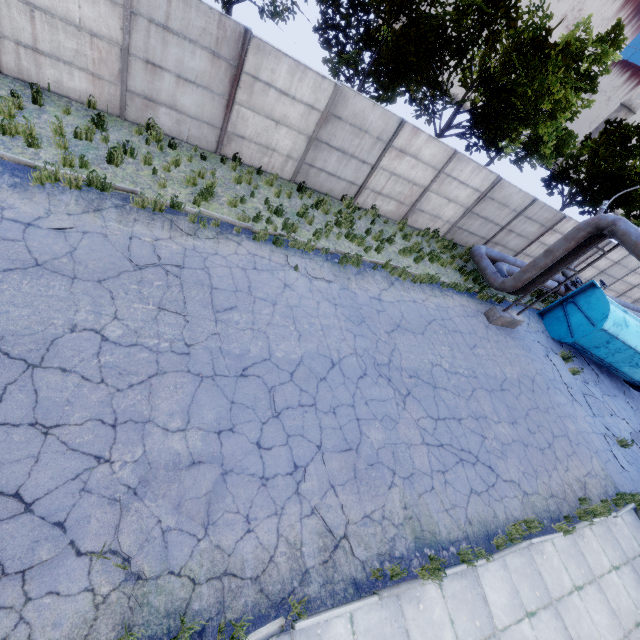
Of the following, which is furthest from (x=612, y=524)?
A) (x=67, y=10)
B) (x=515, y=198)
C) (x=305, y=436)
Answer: (x=67, y=10)

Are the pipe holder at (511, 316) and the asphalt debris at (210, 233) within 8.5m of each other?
no

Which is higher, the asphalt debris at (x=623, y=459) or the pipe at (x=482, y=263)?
the pipe at (x=482, y=263)

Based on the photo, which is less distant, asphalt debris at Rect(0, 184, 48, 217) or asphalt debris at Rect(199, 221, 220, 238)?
asphalt debris at Rect(0, 184, 48, 217)

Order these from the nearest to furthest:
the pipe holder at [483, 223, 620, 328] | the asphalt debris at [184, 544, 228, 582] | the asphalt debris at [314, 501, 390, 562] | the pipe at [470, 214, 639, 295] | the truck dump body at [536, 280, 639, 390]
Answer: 1. the asphalt debris at [184, 544, 228, 582]
2. the asphalt debris at [314, 501, 390, 562]
3. the pipe at [470, 214, 639, 295]
4. the pipe holder at [483, 223, 620, 328]
5. the truck dump body at [536, 280, 639, 390]

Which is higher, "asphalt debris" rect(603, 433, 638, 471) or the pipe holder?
the pipe holder

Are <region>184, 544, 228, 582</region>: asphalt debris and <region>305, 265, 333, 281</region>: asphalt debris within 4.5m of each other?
no

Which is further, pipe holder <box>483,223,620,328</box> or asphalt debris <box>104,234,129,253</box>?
pipe holder <box>483,223,620,328</box>
